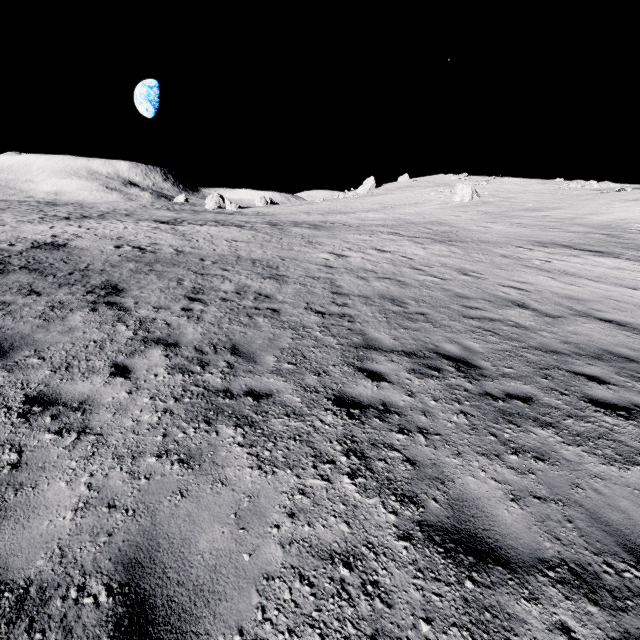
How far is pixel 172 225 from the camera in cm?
2733
